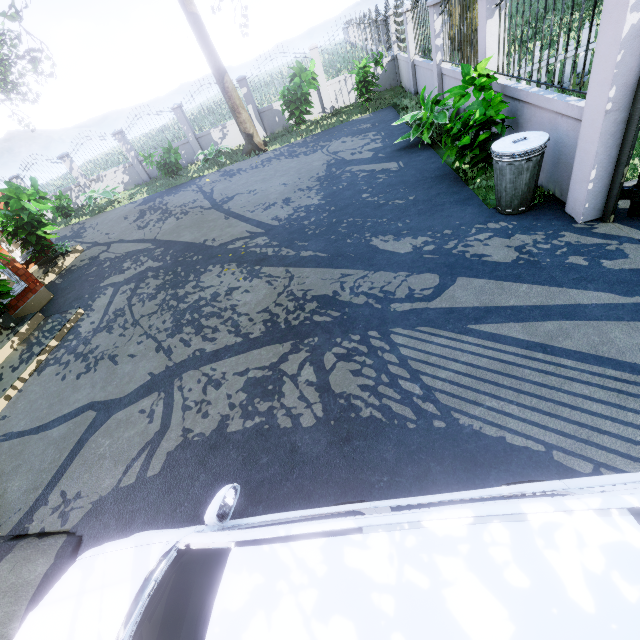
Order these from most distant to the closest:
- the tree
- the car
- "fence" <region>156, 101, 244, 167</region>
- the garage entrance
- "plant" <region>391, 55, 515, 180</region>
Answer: "fence" <region>156, 101, 244, 167</region>, the tree, "plant" <region>391, 55, 515, 180</region>, the garage entrance, the car

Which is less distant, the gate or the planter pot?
the gate

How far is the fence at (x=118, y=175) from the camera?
15.7m

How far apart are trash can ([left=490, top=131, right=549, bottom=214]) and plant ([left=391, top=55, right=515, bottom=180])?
0.57m

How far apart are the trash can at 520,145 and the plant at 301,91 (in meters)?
9.51

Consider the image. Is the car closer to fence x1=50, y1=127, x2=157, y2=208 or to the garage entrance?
the garage entrance

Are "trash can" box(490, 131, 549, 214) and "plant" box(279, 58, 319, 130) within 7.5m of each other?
no

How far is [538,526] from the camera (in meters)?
1.08
